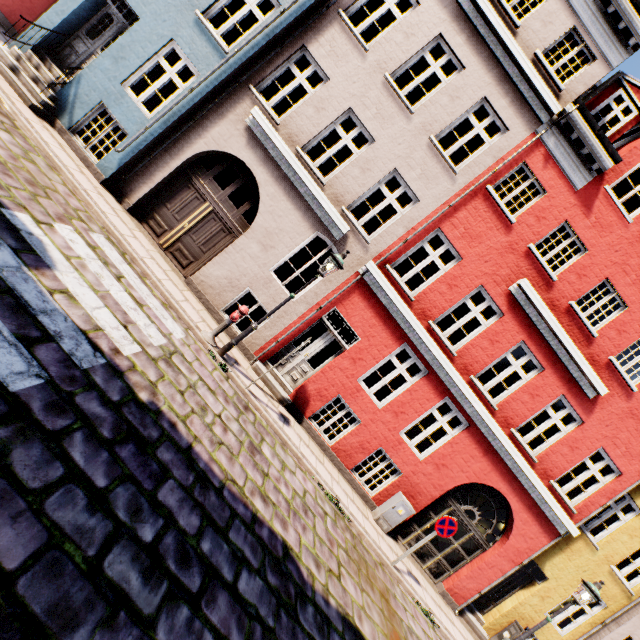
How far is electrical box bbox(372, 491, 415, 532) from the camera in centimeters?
907cm

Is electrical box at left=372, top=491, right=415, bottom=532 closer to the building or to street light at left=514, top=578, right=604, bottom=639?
the building

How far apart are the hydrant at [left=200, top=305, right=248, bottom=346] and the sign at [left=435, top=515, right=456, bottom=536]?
6.8 meters

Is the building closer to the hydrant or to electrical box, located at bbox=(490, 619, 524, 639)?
electrical box, located at bbox=(490, 619, 524, 639)

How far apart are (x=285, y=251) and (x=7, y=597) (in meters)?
7.82

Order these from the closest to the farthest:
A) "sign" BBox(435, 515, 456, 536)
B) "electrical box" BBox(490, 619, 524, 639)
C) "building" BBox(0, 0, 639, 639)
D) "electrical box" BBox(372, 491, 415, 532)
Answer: "sign" BBox(435, 515, 456, 536) → "building" BBox(0, 0, 639, 639) → "electrical box" BBox(372, 491, 415, 532) → "electrical box" BBox(490, 619, 524, 639)

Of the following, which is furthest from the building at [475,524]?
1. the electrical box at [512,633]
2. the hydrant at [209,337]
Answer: the hydrant at [209,337]

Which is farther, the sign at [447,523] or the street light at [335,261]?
the sign at [447,523]
